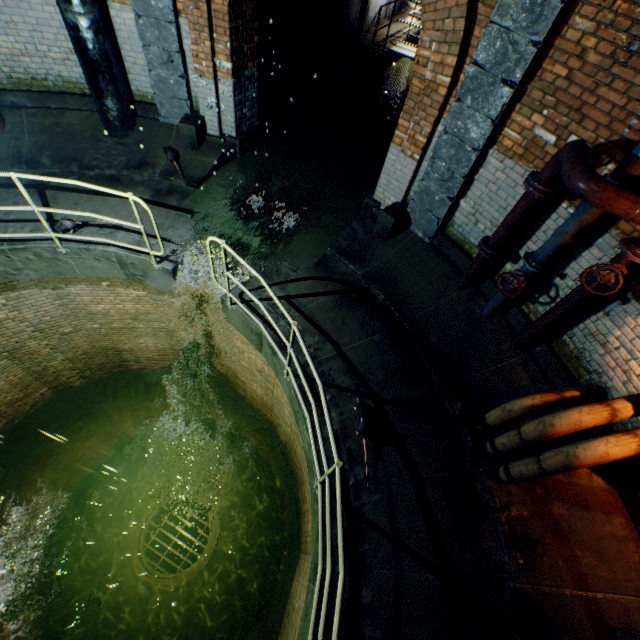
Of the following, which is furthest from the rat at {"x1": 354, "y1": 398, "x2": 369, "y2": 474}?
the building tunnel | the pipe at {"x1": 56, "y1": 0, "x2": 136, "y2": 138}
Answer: the pipe at {"x1": 56, "y1": 0, "x2": 136, "y2": 138}

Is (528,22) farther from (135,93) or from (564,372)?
(135,93)

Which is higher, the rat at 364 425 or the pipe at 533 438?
the pipe at 533 438

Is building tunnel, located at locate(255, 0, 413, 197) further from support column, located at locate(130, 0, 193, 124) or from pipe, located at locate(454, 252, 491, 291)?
pipe, located at locate(454, 252, 491, 291)

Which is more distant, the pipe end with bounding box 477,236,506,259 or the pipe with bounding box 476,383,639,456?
the pipe end with bounding box 477,236,506,259

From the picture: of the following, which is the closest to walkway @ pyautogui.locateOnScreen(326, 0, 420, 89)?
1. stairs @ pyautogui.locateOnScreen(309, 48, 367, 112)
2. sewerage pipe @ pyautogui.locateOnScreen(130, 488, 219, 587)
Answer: stairs @ pyautogui.locateOnScreen(309, 48, 367, 112)

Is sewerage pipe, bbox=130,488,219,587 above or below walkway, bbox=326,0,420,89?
below

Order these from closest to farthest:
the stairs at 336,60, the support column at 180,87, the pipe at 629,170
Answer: the pipe at 629,170, the support column at 180,87, the stairs at 336,60
